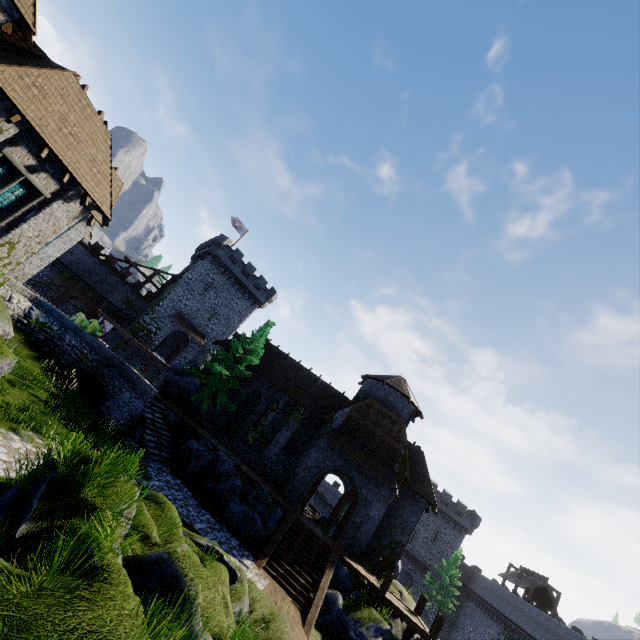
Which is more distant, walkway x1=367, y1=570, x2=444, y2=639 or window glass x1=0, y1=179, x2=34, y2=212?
walkway x1=367, y1=570, x2=444, y2=639

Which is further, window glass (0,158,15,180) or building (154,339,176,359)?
building (154,339,176,359)

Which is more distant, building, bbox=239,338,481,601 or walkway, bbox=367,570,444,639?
building, bbox=239,338,481,601

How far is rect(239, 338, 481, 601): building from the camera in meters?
22.0 m

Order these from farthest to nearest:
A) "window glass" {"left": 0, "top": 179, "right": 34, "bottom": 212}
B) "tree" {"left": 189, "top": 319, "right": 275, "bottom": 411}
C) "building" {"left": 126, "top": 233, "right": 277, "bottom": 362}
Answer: "building" {"left": 126, "top": 233, "right": 277, "bottom": 362} → "tree" {"left": 189, "top": 319, "right": 275, "bottom": 411} → "window glass" {"left": 0, "top": 179, "right": 34, "bottom": 212}

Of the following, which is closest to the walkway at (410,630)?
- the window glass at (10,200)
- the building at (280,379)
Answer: the building at (280,379)

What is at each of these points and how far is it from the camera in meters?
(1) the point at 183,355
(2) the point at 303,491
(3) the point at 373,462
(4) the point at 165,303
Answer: (1) building, 41.6 m
(2) double door, 21.3 m
(3) awning, 21.8 m
(4) building, 40.0 m

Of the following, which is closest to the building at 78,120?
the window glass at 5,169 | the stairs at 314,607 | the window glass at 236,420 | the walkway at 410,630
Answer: the window glass at 5,169
